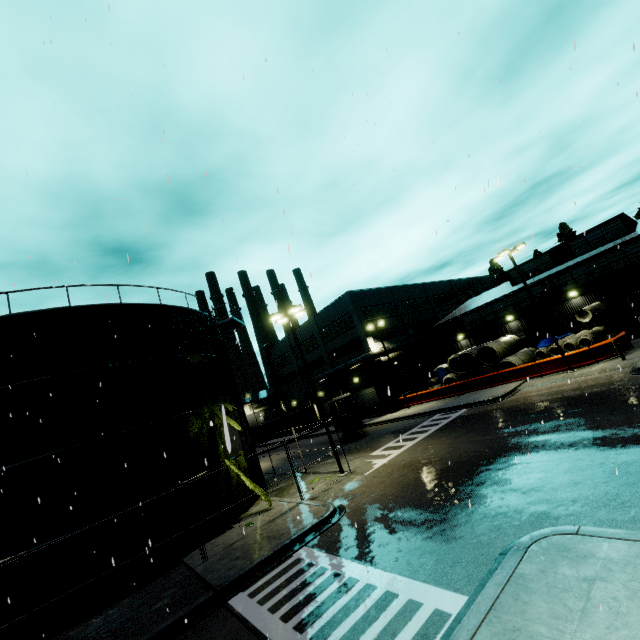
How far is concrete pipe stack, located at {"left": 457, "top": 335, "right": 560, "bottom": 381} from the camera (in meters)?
28.02

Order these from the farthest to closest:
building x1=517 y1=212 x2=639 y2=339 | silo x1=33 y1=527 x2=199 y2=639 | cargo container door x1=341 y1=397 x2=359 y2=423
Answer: cargo container door x1=341 y1=397 x2=359 y2=423
building x1=517 y1=212 x2=639 y2=339
silo x1=33 y1=527 x2=199 y2=639

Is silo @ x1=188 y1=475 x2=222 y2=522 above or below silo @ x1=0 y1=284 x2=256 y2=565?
below

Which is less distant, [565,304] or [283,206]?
[283,206]

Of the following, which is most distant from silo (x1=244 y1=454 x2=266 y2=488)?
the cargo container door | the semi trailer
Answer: the cargo container door

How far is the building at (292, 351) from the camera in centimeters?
4931cm

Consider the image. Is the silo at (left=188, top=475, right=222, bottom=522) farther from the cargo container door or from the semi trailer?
the cargo container door

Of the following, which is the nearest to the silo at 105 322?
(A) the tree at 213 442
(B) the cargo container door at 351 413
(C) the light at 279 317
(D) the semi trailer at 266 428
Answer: (A) the tree at 213 442
